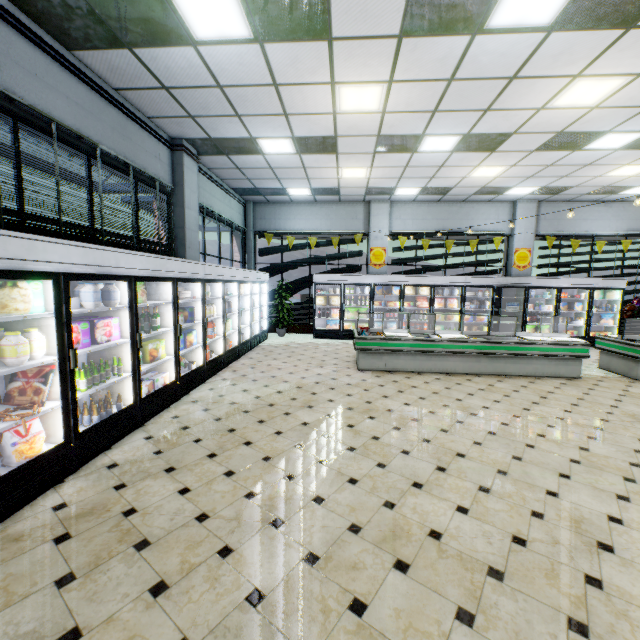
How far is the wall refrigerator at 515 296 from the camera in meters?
10.9

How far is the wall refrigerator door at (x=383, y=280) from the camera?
10.8m

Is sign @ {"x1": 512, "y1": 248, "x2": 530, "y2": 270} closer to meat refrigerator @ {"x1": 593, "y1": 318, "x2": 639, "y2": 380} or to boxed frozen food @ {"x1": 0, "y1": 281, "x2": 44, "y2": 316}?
meat refrigerator @ {"x1": 593, "y1": 318, "x2": 639, "y2": 380}

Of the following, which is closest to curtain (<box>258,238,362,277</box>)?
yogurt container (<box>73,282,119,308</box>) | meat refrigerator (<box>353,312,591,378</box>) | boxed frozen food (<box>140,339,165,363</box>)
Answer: meat refrigerator (<box>353,312,591,378</box>)

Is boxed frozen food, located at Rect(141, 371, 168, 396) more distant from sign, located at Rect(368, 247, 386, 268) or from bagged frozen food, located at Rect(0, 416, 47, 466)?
sign, located at Rect(368, 247, 386, 268)

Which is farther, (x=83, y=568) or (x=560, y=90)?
(x=560, y=90)

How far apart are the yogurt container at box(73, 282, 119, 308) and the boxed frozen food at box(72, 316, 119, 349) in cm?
21

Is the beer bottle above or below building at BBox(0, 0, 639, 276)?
below
